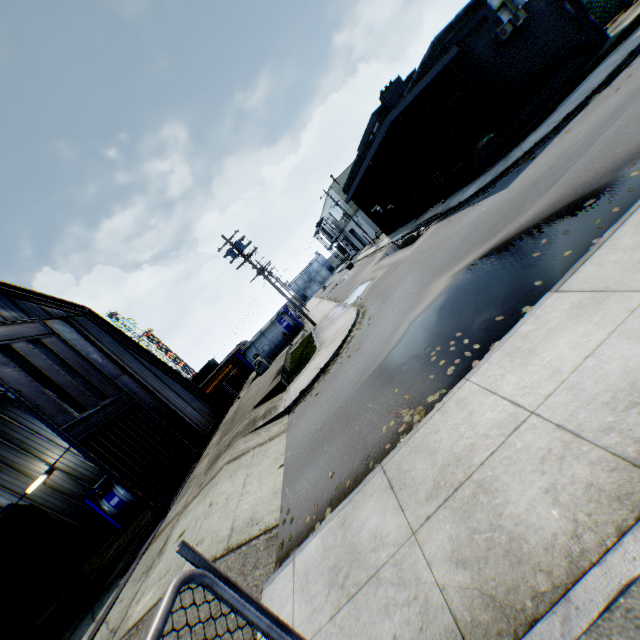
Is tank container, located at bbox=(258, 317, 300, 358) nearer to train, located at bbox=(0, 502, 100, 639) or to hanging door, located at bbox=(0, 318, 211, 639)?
hanging door, located at bbox=(0, 318, 211, 639)

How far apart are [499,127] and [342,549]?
22.08m

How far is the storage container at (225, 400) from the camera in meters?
27.5

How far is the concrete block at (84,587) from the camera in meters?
12.8 m

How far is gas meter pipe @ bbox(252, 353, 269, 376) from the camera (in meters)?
26.88

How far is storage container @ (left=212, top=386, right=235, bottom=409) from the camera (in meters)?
27.53

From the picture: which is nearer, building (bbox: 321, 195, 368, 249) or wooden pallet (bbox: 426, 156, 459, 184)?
wooden pallet (bbox: 426, 156, 459, 184)

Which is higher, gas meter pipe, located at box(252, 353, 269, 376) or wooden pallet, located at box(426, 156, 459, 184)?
wooden pallet, located at box(426, 156, 459, 184)
